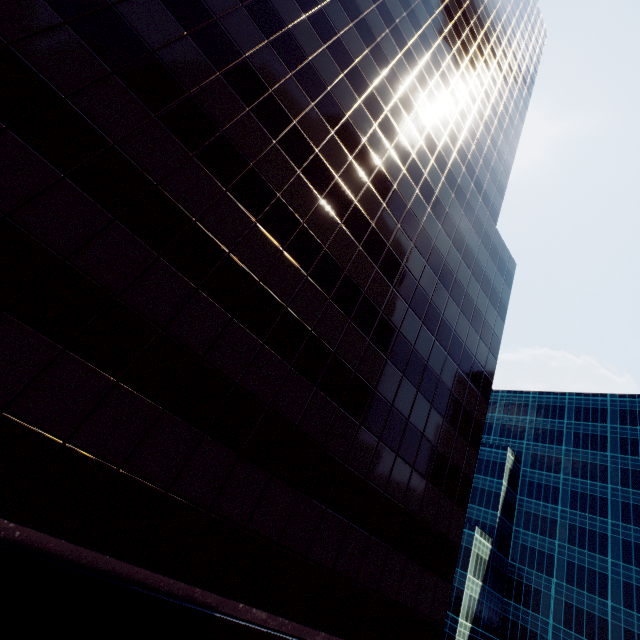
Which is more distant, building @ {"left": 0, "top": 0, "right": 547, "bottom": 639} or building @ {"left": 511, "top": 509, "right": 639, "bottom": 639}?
building @ {"left": 511, "top": 509, "right": 639, "bottom": 639}

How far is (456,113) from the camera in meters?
28.2

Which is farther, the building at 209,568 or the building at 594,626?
the building at 594,626
